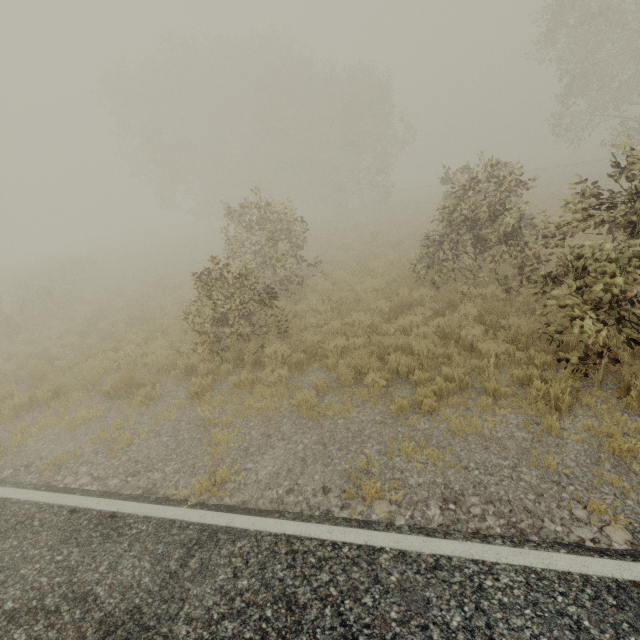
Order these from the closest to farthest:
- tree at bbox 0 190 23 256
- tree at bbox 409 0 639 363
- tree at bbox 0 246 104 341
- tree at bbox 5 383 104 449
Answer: tree at bbox 409 0 639 363
tree at bbox 5 383 104 449
tree at bbox 0 246 104 341
tree at bbox 0 190 23 256

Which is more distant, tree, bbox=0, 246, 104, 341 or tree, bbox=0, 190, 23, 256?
tree, bbox=0, 190, 23, 256

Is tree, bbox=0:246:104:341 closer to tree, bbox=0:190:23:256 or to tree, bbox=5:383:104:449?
tree, bbox=5:383:104:449

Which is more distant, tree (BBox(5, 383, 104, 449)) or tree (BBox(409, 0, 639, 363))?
tree (BBox(5, 383, 104, 449))

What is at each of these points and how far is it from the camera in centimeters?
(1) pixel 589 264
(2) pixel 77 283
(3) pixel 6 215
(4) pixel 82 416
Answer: (1) tree, 474cm
(2) tree, 1662cm
(3) tree, 5484cm
(4) tree, 664cm

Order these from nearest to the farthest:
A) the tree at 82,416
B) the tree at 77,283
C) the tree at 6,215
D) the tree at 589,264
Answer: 1. the tree at 589,264
2. the tree at 82,416
3. the tree at 77,283
4. the tree at 6,215

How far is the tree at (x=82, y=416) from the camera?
6.4 meters
